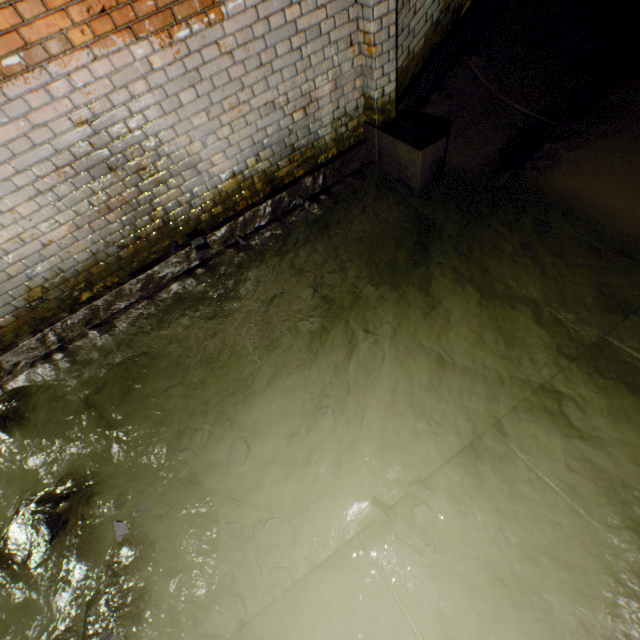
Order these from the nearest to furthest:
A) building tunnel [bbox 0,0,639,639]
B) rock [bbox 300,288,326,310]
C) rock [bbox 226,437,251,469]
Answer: building tunnel [bbox 0,0,639,639] < rock [bbox 226,437,251,469] < rock [bbox 300,288,326,310]

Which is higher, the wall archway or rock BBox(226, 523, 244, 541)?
the wall archway

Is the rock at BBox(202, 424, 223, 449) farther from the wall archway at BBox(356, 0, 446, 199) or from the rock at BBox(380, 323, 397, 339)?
the wall archway at BBox(356, 0, 446, 199)

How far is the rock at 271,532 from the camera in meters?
2.4

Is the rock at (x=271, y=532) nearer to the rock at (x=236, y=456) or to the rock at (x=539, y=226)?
the rock at (x=236, y=456)

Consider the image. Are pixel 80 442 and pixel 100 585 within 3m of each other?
yes

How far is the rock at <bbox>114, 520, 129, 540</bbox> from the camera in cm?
227

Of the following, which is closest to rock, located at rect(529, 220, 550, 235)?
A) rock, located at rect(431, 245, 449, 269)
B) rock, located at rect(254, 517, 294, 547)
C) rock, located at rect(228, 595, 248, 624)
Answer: rock, located at rect(431, 245, 449, 269)
